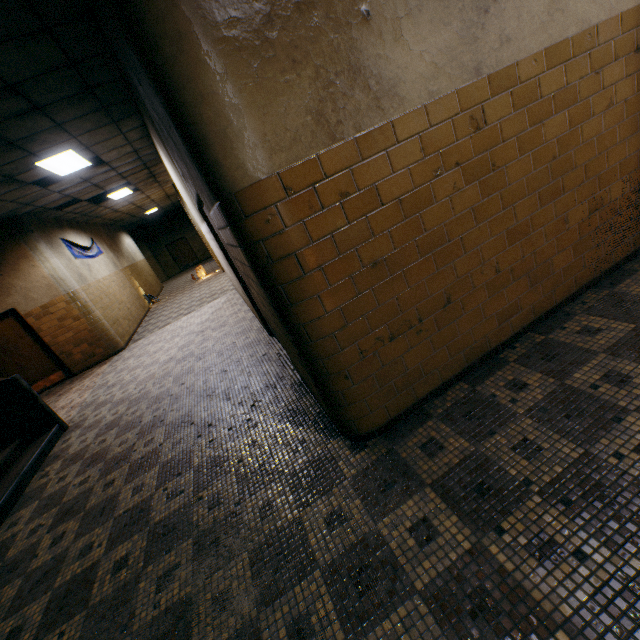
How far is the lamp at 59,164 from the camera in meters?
5.5 m

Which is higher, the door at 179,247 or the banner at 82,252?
the banner at 82,252

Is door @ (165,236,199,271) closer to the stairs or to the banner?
the banner

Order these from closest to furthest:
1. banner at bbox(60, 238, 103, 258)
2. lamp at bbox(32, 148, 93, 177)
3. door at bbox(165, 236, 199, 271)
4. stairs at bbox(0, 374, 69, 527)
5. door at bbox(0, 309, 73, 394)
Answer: stairs at bbox(0, 374, 69, 527) < lamp at bbox(32, 148, 93, 177) < door at bbox(0, 309, 73, 394) < banner at bbox(60, 238, 103, 258) < door at bbox(165, 236, 199, 271)

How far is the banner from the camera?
9.3 meters

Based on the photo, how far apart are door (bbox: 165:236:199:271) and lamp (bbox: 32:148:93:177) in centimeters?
1846cm

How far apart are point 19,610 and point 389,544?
3.0m

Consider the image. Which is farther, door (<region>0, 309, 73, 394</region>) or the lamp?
door (<region>0, 309, 73, 394</region>)
